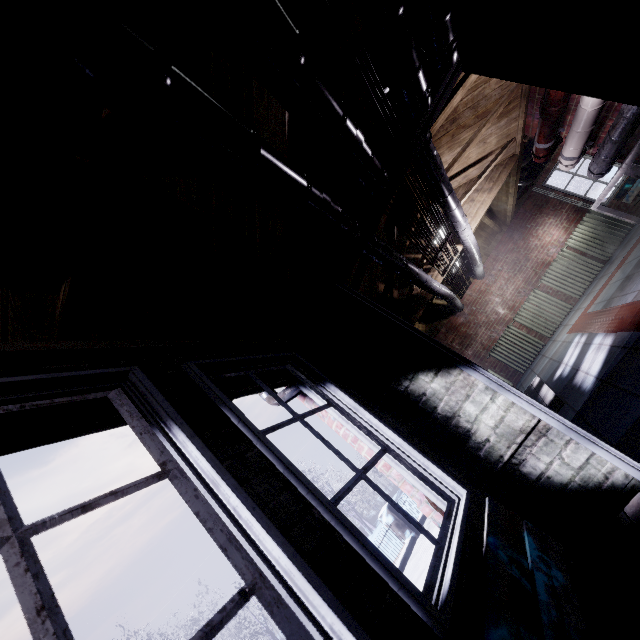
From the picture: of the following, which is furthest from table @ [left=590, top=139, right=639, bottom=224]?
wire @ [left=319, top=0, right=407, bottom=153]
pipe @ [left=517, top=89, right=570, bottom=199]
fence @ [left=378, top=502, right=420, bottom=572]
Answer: fence @ [left=378, top=502, right=420, bottom=572]

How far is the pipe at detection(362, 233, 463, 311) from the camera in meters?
2.8 m

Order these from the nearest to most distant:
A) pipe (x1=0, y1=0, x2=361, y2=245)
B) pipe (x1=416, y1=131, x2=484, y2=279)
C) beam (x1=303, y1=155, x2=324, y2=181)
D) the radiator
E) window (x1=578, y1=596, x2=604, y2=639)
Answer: pipe (x1=0, y1=0, x2=361, y2=245)
window (x1=578, y1=596, x2=604, y2=639)
beam (x1=303, y1=155, x2=324, y2=181)
pipe (x1=416, y1=131, x2=484, y2=279)
the radiator

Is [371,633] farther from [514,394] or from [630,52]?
[630,52]

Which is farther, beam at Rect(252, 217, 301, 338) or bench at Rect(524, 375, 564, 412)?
bench at Rect(524, 375, 564, 412)

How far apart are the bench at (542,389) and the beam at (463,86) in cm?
149

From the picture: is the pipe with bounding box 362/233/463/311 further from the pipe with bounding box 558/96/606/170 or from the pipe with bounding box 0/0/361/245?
the pipe with bounding box 558/96/606/170

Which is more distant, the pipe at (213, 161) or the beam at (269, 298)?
the beam at (269, 298)
